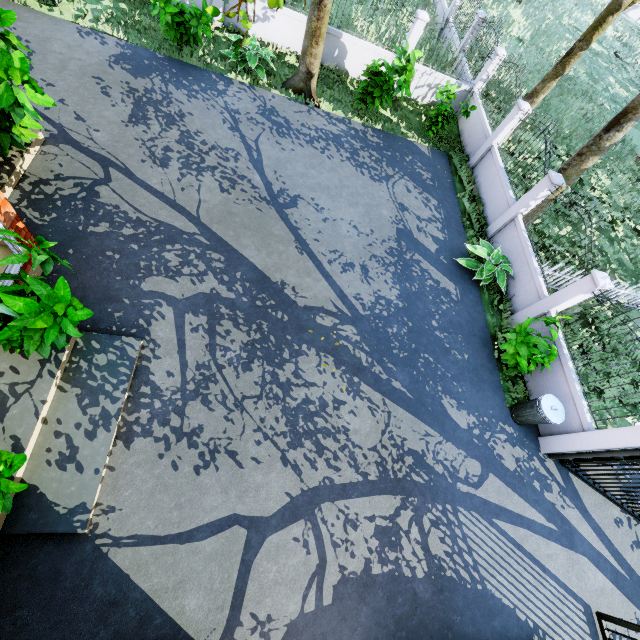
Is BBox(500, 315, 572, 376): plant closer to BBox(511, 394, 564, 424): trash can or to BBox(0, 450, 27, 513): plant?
BBox(511, 394, 564, 424): trash can

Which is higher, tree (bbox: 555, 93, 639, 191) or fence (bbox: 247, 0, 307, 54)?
tree (bbox: 555, 93, 639, 191)

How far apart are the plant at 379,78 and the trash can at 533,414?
9.54m

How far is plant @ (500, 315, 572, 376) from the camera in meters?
7.3 m

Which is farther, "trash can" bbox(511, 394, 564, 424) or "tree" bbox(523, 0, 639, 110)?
"tree" bbox(523, 0, 639, 110)

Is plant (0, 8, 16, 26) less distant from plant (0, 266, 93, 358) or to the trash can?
plant (0, 266, 93, 358)

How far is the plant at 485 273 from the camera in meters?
9.1 m

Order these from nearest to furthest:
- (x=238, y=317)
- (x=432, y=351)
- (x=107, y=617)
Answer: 1. (x=107, y=617)
2. (x=238, y=317)
3. (x=432, y=351)
